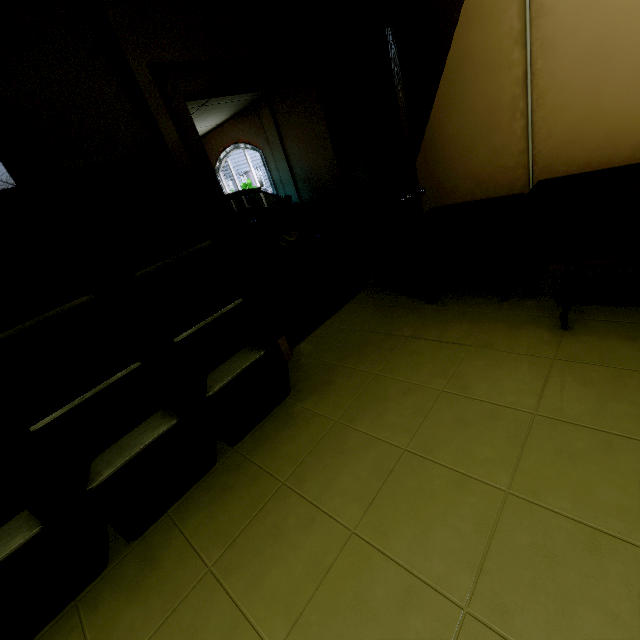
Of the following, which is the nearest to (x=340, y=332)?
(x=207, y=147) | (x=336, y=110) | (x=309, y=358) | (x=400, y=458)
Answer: (x=309, y=358)

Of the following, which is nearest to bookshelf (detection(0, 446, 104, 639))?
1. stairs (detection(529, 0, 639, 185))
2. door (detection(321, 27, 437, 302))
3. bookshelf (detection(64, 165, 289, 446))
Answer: bookshelf (detection(64, 165, 289, 446))

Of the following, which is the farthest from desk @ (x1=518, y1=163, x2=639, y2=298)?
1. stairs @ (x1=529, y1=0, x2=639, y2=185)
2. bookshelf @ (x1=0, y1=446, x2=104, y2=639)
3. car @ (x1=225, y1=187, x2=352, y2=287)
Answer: bookshelf @ (x1=0, y1=446, x2=104, y2=639)

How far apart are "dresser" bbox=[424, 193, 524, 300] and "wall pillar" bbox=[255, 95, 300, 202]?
4.0 meters

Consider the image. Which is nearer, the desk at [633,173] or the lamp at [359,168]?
the desk at [633,173]

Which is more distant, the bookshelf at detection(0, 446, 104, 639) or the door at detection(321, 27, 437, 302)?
the door at detection(321, 27, 437, 302)

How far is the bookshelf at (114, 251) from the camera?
1.7 meters

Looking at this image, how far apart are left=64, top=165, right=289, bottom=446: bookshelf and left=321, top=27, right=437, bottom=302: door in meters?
1.5
